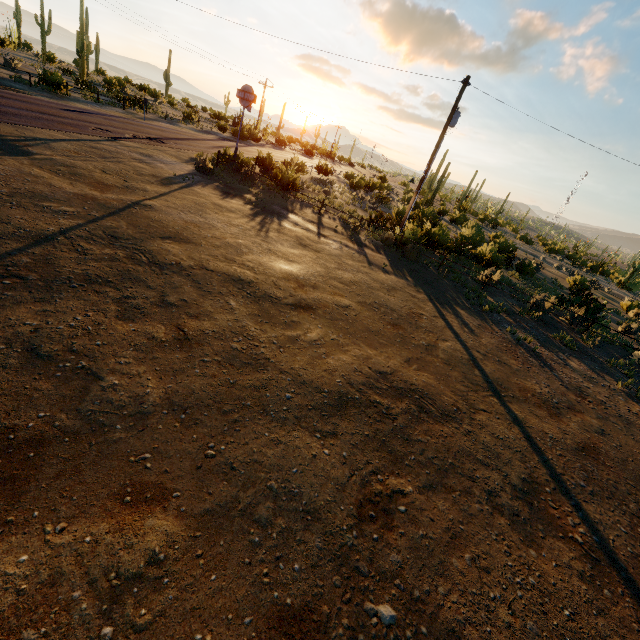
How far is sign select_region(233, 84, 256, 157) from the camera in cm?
1888

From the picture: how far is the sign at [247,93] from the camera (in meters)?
18.88

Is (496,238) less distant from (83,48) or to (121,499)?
(121,499)
